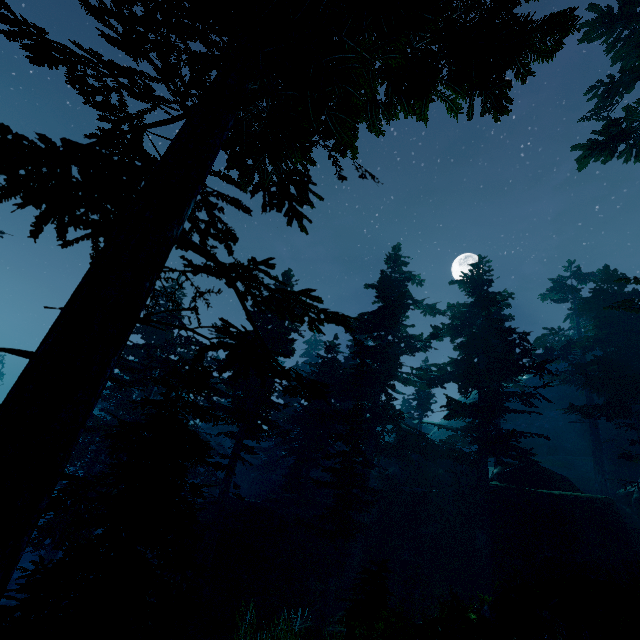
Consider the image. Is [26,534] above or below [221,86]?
below

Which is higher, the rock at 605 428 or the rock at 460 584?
the rock at 605 428

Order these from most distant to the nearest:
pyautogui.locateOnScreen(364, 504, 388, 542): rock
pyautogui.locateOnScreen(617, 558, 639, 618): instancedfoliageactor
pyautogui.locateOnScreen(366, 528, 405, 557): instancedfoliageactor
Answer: pyautogui.locateOnScreen(364, 504, 388, 542): rock, pyautogui.locateOnScreen(366, 528, 405, 557): instancedfoliageactor, pyautogui.locateOnScreen(617, 558, 639, 618): instancedfoliageactor

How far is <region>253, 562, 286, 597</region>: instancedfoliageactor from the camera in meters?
16.3 m

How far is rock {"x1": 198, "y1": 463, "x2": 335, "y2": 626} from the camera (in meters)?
18.09

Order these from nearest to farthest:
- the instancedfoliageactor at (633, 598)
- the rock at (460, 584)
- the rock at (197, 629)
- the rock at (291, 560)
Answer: the instancedfoliageactor at (633, 598), the rock at (197, 629), the rock at (291, 560), the rock at (460, 584)
